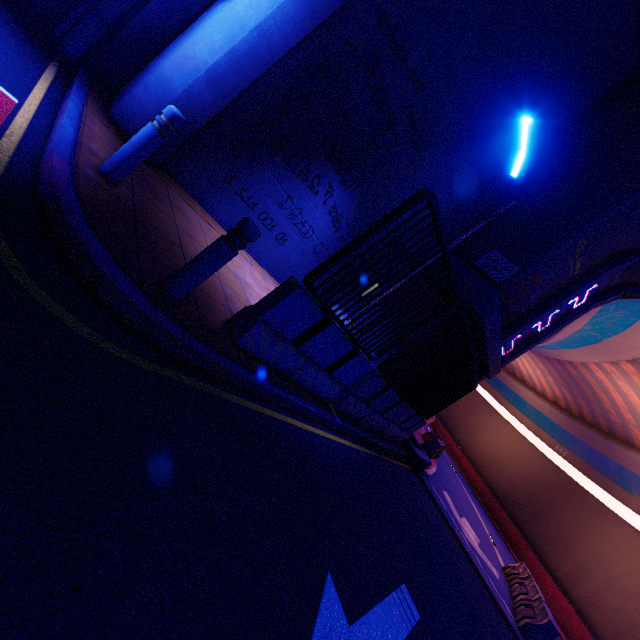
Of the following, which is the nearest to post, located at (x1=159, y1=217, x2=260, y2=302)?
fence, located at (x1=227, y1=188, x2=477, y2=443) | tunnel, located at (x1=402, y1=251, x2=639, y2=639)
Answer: A: fence, located at (x1=227, y1=188, x2=477, y2=443)

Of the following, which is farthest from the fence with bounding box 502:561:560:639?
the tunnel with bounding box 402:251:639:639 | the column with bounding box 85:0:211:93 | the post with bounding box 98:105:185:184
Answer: the column with bounding box 85:0:211:93

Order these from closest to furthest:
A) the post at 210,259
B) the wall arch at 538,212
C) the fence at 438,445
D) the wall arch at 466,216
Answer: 1. the post at 210,259
2. the wall arch at 538,212
3. the wall arch at 466,216
4. the fence at 438,445

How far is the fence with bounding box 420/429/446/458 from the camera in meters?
12.4

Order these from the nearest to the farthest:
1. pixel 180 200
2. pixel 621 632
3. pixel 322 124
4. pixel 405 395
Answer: pixel 180 200, pixel 322 124, pixel 405 395, pixel 621 632

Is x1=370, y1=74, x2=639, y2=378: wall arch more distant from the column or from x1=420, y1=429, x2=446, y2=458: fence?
the column

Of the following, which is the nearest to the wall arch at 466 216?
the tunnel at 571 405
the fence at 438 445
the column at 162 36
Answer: the tunnel at 571 405

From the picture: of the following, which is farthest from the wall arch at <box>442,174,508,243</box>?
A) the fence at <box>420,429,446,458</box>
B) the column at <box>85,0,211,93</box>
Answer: the column at <box>85,0,211,93</box>
